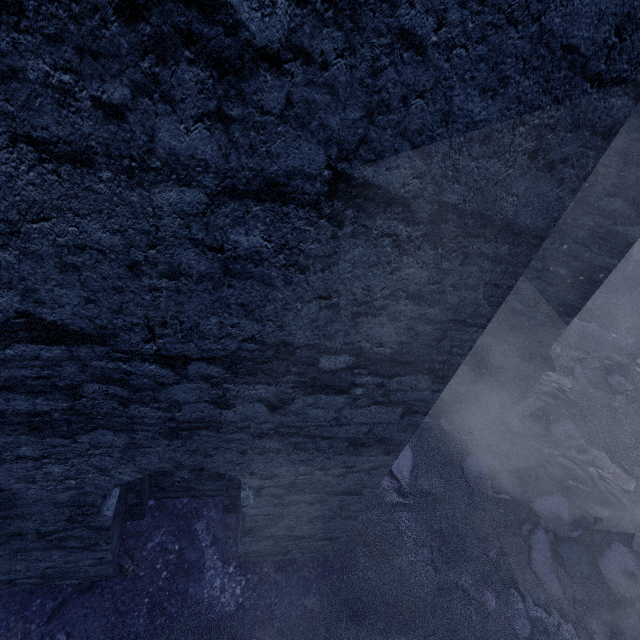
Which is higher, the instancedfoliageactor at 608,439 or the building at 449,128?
the building at 449,128

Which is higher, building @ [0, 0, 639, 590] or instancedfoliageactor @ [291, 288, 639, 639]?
building @ [0, 0, 639, 590]

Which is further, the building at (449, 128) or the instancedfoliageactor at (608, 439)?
the instancedfoliageactor at (608, 439)

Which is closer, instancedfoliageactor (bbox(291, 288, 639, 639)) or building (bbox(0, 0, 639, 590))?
building (bbox(0, 0, 639, 590))

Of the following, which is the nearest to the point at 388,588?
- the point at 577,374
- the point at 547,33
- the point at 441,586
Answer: the point at 441,586
